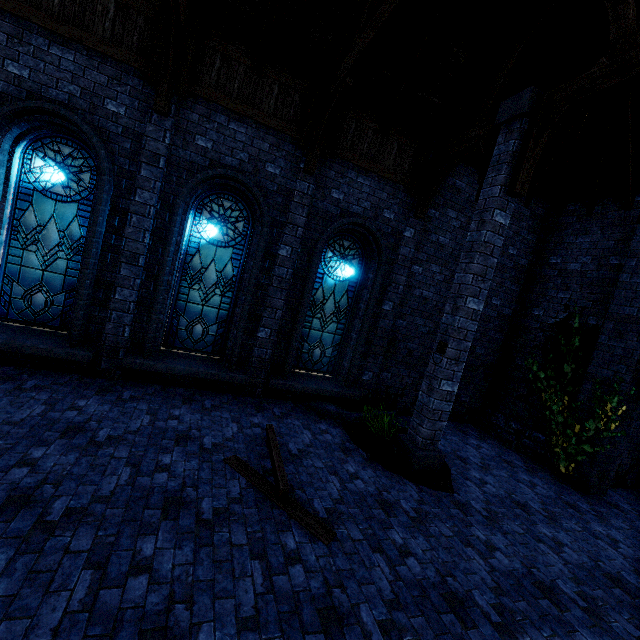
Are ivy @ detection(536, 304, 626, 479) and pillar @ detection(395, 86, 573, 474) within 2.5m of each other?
no

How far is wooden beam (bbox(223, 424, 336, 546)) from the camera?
3.98m

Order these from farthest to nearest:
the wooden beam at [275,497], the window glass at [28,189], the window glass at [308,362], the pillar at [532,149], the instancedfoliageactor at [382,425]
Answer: the window glass at [308,362] → the instancedfoliageactor at [382,425] → the window glass at [28,189] → the pillar at [532,149] → the wooden beam at [275,497]

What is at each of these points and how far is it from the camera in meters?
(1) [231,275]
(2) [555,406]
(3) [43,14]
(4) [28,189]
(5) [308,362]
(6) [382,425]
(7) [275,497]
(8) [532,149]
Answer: (1) window glass, 7.4 m
(2) ivy, 8.1 m
(3) building, 5.3 m
(4) window glass, 6.0 m
(5) window glass, 8.4 m
(6) instancedfoliageactor, 6.7 m
(7) wooden beam, 4.4 m
(8) pillar, 5.3 m

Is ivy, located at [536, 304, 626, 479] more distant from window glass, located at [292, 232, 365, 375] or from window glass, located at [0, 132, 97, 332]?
window glass, located at [0, 132, 97, 332]

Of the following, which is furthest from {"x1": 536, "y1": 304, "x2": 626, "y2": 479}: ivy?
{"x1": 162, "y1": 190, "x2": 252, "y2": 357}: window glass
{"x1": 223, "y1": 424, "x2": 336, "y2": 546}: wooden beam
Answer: {"x1": 162, "y1": 190, "x2": 252, "y2": 357}: window glass

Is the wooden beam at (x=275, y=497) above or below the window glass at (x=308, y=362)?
below

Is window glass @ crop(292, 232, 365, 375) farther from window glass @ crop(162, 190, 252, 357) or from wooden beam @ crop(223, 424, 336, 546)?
wooden beam @ crop(223, 424, 336, 546)
